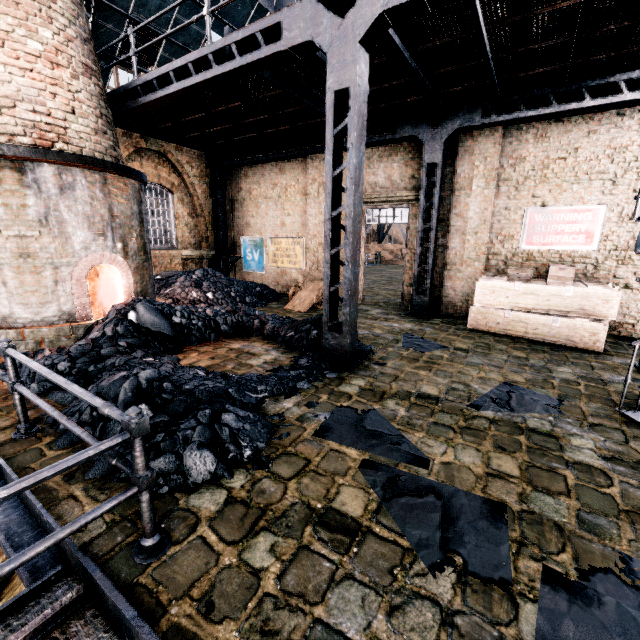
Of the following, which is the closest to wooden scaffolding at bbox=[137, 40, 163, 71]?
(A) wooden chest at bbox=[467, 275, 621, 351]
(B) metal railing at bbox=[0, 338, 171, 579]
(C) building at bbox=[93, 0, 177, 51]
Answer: (C) building at bbox=[93, 0, 177, 51]

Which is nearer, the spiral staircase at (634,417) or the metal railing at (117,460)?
the metal railing at (117,460)

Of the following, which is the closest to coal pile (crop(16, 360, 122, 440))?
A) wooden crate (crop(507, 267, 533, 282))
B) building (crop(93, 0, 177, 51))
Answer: building (crop(93, 0, 177, 51))

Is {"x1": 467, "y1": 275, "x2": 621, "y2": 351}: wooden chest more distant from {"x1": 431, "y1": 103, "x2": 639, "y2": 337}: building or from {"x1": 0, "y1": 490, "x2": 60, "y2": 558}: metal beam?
{"x1": 0, "y1": 490, "x2": 60, "y2": 558}: metal beam

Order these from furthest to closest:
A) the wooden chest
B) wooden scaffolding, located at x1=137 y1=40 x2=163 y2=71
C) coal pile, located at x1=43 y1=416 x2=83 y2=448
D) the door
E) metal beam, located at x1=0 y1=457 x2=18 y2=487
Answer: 1. wooden scaffolding, located at x1=137 y1=40 x2=163 y2=71
2. the door
3. the wooden chest
4. coal pile, located at x1=43 y1=416 x2=83 y2=448
5. metal beam, located at x1=0 y1=457 x2=18 y2=487

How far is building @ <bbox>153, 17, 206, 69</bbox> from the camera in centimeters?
1141cm

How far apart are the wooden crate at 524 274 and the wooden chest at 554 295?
0.2 meters

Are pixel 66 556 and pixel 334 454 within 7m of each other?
yes
